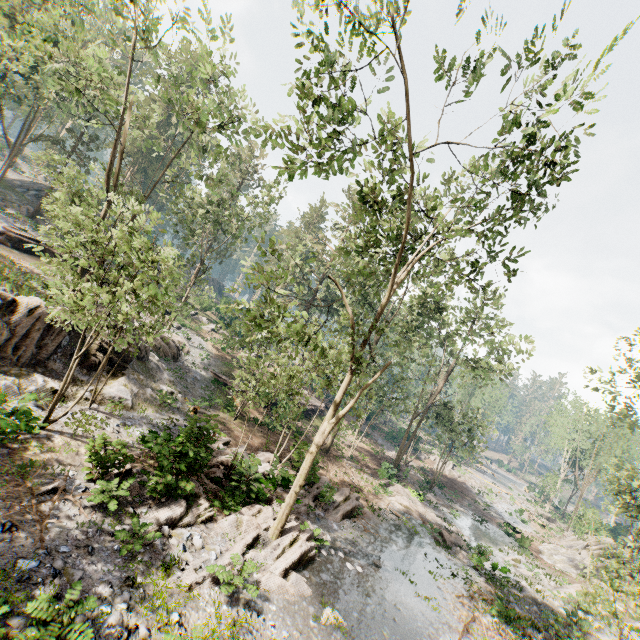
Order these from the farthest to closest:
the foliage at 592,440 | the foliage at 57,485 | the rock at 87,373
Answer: the rock at 87,373 → the foliage at 592,440 → the foliage at 57,485

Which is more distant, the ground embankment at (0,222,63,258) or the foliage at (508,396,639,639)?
the ground embankment at (0,222,63,258)

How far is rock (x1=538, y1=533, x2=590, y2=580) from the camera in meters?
27.2 m

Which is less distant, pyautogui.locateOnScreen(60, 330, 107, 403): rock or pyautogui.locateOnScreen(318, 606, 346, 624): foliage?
pyautogui.locateOnScreen(318, 606, 346, 624): foliage

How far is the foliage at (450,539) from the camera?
A: 21.0m

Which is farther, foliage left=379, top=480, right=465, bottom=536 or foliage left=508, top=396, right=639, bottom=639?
foliage left=379, top=480, right=465, bottom=536

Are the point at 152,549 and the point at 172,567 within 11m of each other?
yes

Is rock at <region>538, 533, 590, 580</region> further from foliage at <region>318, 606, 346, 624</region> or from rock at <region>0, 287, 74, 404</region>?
rock at <region>0, 287, 74, 404</region>
